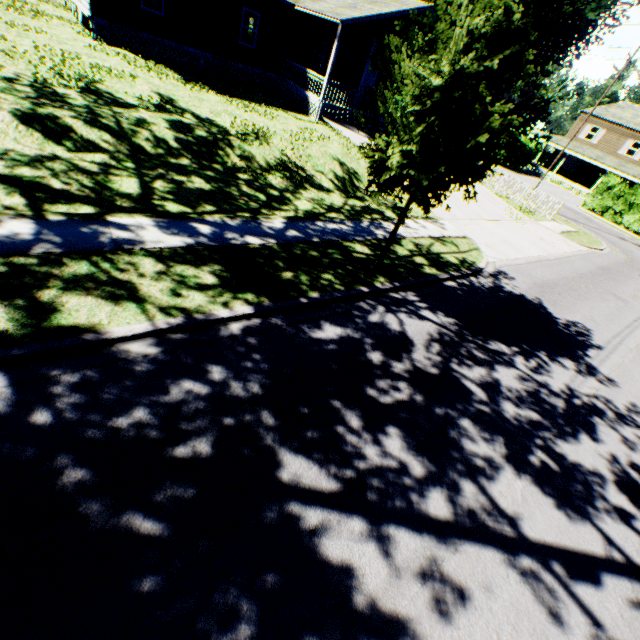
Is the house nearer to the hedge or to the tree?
the tree

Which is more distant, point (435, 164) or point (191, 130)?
point (191, 130)

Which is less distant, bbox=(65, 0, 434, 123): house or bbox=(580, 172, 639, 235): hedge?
bbox=(65, 0, 434, 123): house

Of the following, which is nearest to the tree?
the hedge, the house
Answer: the house

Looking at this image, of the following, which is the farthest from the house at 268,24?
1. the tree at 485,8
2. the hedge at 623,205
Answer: the hedge at 623,205

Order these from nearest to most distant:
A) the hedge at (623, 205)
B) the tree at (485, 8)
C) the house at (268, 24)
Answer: the tree at (485, 8) < the house at (268, 24) < the hedge at (623, 205)

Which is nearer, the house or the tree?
the tree

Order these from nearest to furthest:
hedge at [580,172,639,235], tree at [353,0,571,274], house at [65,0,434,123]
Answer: tree at [353,0,571,274] < house at [65,0,434,123] < hedge at [580,172,639,235]
